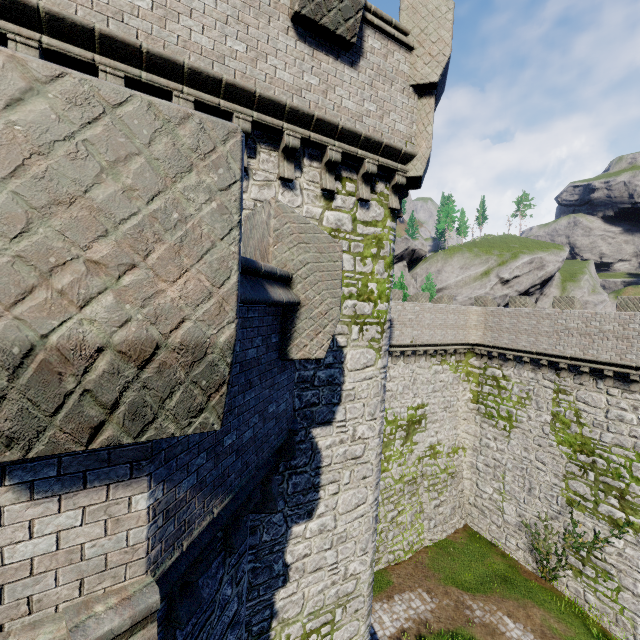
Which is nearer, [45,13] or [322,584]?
[45,13]
